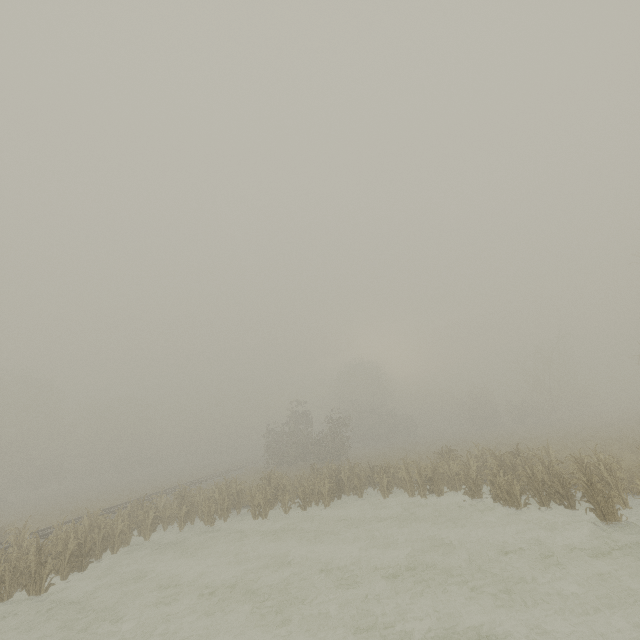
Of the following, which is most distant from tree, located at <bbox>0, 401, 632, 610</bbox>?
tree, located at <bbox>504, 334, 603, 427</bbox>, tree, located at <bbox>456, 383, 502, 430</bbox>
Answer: tree, located at <bbox>456, 383, 502, 430</bbox>

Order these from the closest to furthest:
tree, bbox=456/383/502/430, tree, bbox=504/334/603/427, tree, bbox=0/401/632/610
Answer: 1. tree, bbox=0/401/632/610
2. tree, bbox=504/334/603/427
3. tree, bbox=456/383/502/430

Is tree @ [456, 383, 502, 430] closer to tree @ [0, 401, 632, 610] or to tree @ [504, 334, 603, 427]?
tree @ [504, 334, 603, 427]

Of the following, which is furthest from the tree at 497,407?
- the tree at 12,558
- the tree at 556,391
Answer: the tree at 12,558

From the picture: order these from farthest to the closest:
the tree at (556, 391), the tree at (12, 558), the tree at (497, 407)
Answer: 1. the tree at (497, 407)
2. the tree at (556, 391)
3. the tree at (12, 558)

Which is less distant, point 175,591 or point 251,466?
point 175,591

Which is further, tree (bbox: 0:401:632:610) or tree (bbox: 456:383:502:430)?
tree (bbox: 456:383:502:430)
